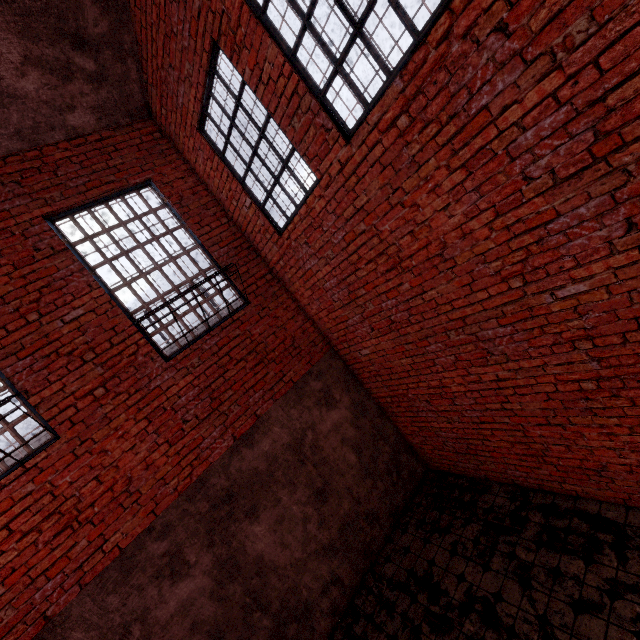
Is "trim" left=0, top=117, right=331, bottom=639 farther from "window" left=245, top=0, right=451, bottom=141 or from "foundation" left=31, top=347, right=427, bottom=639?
"window" left=245, top=0, right=451, bottom=141

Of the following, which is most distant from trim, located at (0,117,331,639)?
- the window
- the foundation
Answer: the window

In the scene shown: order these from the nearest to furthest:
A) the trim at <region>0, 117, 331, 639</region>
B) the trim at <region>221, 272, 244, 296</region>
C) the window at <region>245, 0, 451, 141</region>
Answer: the window at <region>245, 0, 451, 141</region>, the trim at <region>0, 117, 331, 639</region>, the trim at <region>221, 272, 244, 296</region>

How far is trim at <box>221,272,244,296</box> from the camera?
5.32m

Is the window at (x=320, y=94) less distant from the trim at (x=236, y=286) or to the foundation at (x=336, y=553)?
the trim at (x=236, y=286)

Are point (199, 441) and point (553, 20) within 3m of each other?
no

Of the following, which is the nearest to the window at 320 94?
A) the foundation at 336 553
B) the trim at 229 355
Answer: the trim at 229 355
